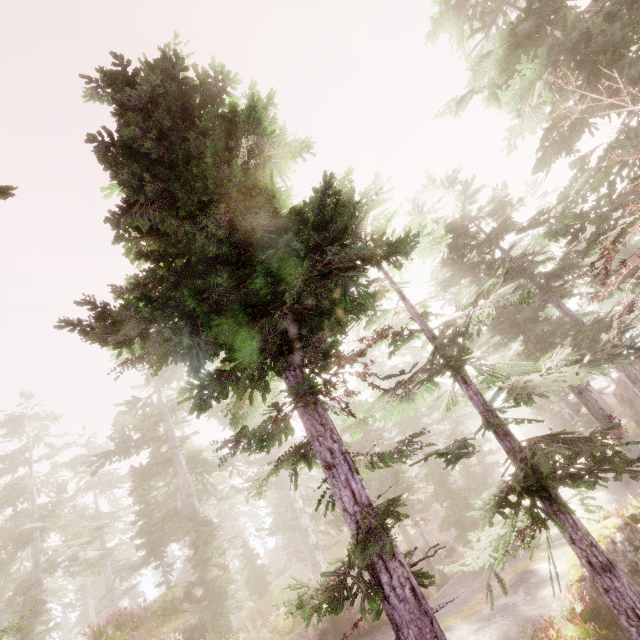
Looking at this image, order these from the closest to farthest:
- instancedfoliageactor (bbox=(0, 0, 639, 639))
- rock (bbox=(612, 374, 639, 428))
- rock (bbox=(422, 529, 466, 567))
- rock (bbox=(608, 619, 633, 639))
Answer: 1. instancedfoliageactor (bbox=(0, 0, 639, 639))
2. rock (bbox=(608, 619, 633, 639))
3. rock (bbox=(422, 529, 466, 567))
4. rock (bbox=(612, 374, 639, 428))

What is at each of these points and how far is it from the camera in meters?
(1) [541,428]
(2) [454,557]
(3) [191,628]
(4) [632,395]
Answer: (1) rock, 50.2 m
(2) rock, 24.3 m
(3) rock, 15.3 m
(4) rock, 28.4 m

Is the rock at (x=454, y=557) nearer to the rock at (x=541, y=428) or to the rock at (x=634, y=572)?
the rock at (x=634, y=572)

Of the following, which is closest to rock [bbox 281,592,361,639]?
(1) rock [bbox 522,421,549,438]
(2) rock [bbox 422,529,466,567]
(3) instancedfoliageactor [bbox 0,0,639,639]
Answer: (3) instancedfoliageactor [bbox 0,0,639,639]

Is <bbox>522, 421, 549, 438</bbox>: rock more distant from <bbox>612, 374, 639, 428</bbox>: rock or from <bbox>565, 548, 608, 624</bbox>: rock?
<bbox>565, 548, 608, 624</bbox>: rock

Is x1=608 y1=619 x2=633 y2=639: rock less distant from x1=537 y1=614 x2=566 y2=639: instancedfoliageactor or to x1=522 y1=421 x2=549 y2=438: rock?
x1=537 y1=614 x2=566 y2=639: instancedfoliageactor

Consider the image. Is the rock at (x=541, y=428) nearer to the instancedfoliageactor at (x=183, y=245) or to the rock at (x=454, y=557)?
the instancedfoliageactor at (x=183, y=245)

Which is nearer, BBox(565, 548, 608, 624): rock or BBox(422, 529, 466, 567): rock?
BBox(565, 548, 608, 624): rock
